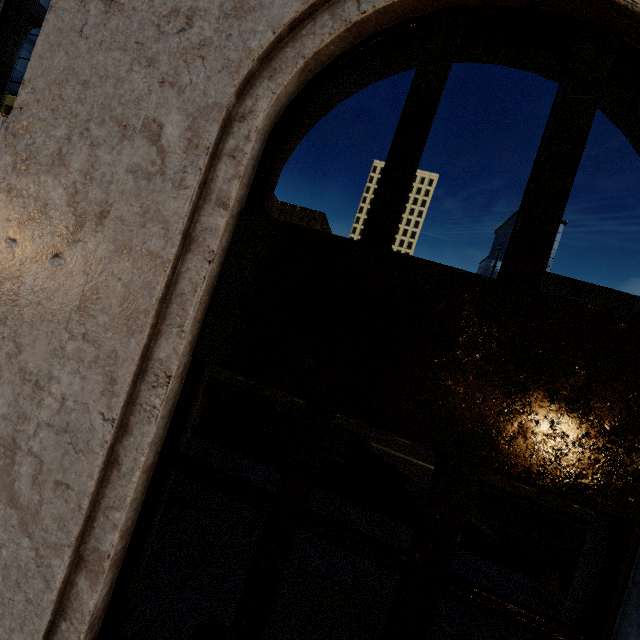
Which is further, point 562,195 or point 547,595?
point 547,595

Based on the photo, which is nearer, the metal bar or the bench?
the bench

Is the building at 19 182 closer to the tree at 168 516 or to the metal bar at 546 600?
the tree at 168 516

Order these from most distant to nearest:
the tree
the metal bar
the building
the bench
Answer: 1. the metal bar
2. the tree
3. the bench
4. the building

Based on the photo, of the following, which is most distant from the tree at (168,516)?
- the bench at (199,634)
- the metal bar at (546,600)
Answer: the metal bar at (546,600)

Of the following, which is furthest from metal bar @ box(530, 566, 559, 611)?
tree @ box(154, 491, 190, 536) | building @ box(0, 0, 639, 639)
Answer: building @ box(0, 0, 639, 639)

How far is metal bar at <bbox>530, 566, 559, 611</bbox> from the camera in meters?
5.8 m

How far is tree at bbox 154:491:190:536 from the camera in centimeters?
459cm
